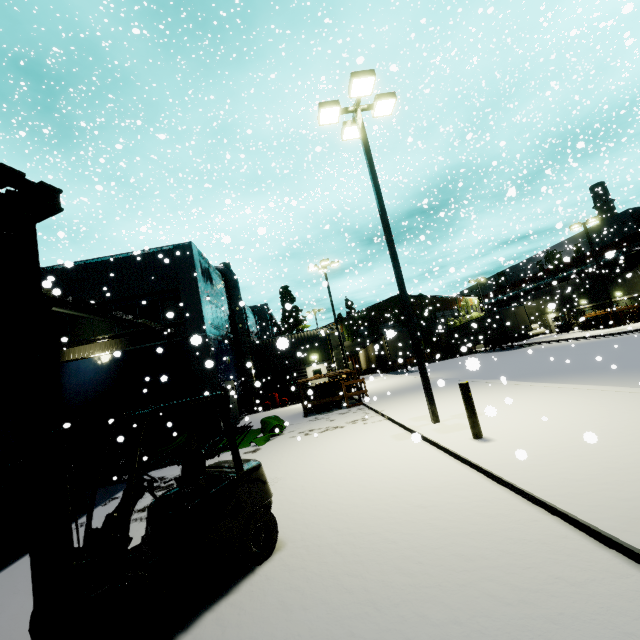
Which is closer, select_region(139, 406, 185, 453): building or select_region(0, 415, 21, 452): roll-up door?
select_region(0, 415, 21, 452): roll-up door

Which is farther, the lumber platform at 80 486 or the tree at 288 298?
the tree at 288 298

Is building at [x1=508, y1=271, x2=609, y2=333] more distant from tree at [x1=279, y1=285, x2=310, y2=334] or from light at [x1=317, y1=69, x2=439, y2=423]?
light at [x1=317, y1=69, x2=439, y2=423]

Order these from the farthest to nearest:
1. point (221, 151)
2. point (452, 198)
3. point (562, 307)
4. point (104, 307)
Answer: point (562, 307) → point (221, 151) → point (452, 198) → point (104, 307)

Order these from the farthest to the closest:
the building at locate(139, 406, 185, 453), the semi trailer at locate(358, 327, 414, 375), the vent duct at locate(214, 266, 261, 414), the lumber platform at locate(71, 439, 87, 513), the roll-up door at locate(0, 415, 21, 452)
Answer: the semi trailer at locate(358, 327, 414, 375) < the vent duct at locate(214, 266, 261, 414) < the building at locate(139, 406, 185, 453) < the roll-up door at locate(0, 415, 21, 452) < the lumber platform at locate(71, 439, 87, 513)

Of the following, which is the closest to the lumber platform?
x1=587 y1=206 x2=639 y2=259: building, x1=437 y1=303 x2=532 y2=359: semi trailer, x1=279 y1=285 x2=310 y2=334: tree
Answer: x1=587 y1=206 x2=639 y2=259: building

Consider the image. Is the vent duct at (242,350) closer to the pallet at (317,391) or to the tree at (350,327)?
the pallet at (317,391)

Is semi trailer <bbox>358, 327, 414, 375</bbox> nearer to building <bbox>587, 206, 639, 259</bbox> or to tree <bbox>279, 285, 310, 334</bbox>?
building <bbox>587, 206, 639, 259</bbox>
